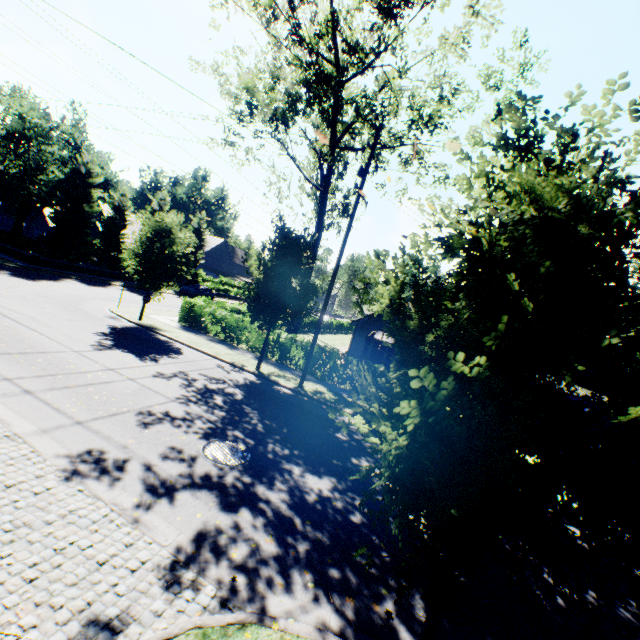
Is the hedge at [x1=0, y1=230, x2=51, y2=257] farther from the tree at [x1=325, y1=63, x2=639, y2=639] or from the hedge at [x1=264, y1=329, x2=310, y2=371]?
the hedge at [x1=264, y1=329, x2=310, y2=371]

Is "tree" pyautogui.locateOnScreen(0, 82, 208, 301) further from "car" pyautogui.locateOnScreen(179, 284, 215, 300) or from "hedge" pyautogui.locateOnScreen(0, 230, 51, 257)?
"car" pyautogui.locateOnScreen(179, 284, 215, 300)

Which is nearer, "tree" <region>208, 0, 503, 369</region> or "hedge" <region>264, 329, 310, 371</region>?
"tree" <region>208, 0, 503, 369</region>

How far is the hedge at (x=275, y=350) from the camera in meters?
17.5 m

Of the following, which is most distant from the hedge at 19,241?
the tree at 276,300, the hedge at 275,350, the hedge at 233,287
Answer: the hedge at 275,350

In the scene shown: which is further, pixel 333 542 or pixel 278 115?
pixel 278 115

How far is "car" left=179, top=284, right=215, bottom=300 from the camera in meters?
37.0 m

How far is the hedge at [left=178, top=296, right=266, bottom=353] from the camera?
18.7 meters
